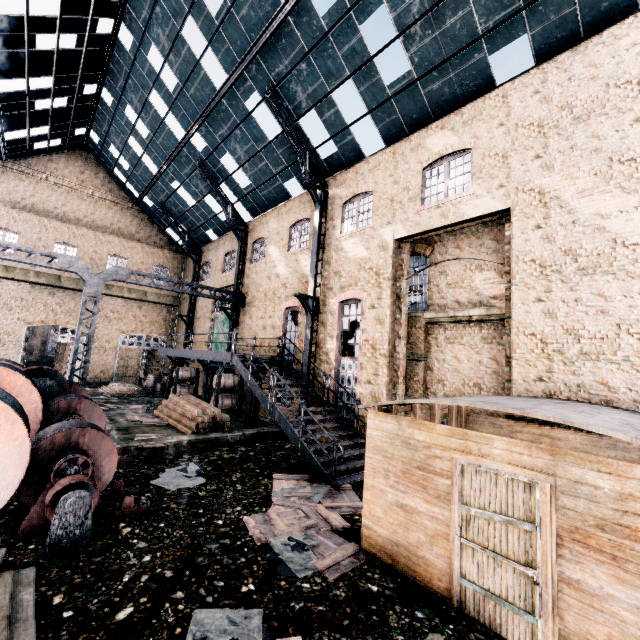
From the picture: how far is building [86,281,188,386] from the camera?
28.5 meters

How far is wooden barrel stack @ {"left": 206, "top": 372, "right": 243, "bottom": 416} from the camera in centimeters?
1841cm

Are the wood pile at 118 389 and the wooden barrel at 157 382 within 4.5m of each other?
yes

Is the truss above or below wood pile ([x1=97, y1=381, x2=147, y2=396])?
above

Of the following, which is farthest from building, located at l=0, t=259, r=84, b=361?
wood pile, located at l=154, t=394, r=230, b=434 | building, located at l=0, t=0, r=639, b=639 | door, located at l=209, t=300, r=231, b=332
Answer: building, located at l=0, t=0, r=639, b=639

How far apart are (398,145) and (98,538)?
16.34m

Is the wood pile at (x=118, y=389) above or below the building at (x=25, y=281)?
below

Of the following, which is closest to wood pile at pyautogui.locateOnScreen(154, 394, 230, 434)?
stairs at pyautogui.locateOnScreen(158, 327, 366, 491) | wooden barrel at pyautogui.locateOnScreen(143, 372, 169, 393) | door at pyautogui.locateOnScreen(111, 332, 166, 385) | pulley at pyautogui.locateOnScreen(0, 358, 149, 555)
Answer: stairs at pyautogui.locateOnScreen(158, 327, 366, 491)
